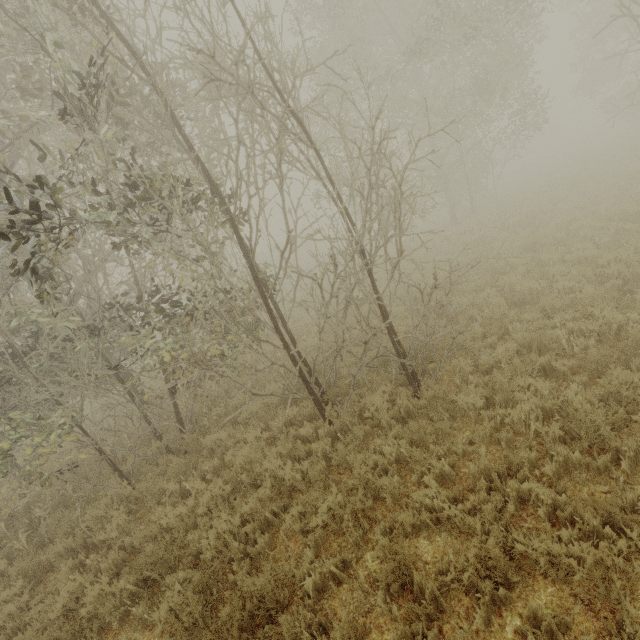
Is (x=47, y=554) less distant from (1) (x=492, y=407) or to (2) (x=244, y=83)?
(1) (x=492, y=407)

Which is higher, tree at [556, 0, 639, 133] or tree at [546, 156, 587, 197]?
tree at [556, 0, 639, 133]

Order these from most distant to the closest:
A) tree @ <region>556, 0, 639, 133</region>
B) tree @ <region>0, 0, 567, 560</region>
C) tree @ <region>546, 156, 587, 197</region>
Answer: tree @ <region>546, 156, 587, 197</region>, tree @ <region>556, 0, 639, 133</region>, tree @ <region>0, 0, 567, 560</region>

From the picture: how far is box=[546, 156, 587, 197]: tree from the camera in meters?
16.3

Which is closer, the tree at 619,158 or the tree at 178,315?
the tree at 178,315

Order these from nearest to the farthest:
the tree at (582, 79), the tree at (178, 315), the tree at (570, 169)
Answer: the tree at (178, 315) → the tree at (582, 79) → the tree at (570, 169)

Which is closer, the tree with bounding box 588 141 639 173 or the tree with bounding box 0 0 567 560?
the tree with bounding box 0 0 567 560
